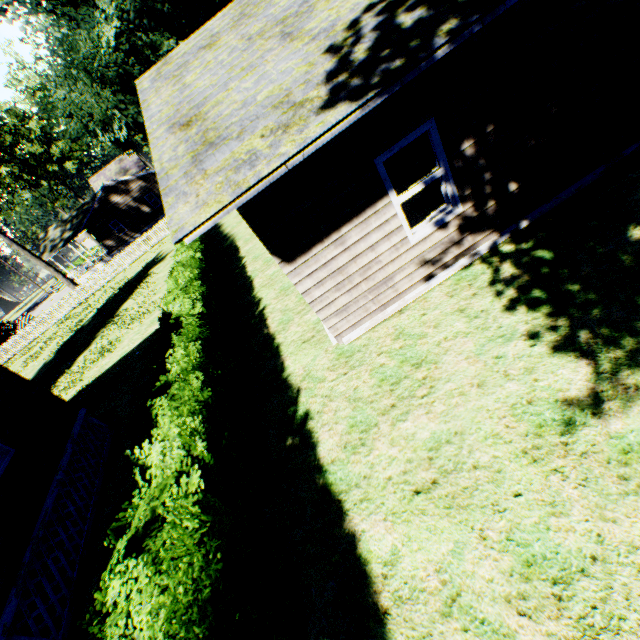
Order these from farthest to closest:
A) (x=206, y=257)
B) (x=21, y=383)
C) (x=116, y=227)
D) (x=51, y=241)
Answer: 1. (x=116, y=227)
2. (x=51, y=241)
3. (x=206, y=257)
4. (x=21, y=383)

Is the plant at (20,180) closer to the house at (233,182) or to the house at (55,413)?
the house at (55,413)

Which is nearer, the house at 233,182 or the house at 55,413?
the house at 233,182

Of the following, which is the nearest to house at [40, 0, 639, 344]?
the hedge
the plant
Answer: the hedge

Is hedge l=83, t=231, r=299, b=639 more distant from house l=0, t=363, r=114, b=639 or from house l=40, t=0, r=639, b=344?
house l=0, t=363, r=114, b=639

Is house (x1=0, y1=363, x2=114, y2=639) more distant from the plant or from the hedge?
the hedge

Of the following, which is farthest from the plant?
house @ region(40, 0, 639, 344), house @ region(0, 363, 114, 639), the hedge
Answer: the hedge

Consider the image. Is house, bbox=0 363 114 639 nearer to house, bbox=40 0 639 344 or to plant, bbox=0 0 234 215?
plant, bbox=0 0 234 215
